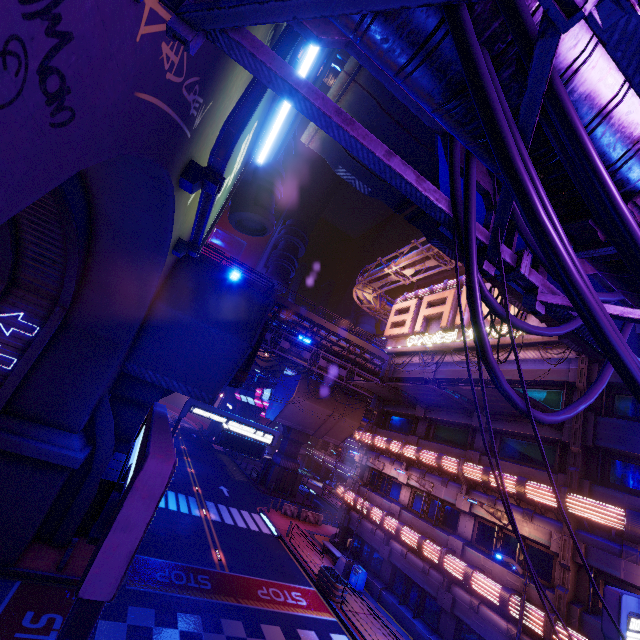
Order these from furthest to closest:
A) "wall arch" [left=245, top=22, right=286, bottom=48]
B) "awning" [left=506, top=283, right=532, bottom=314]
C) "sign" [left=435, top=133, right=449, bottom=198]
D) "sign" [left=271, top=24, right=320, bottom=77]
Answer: "awning" [left=506, top=283, right=532, bottom=314] < "sign" [left=271, top=24, right=320, bottom=77] < "wall arch" [left=245, top=22, right=286, bottom=48] < "sign" [left=435, top=133, right=449, bottom=198]

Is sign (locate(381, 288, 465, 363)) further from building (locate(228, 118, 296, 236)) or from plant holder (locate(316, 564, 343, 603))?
plant holder (locate(316, 564, 343, 603))

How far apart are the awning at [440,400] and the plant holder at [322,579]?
11.49m

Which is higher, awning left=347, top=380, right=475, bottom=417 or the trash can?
awning left=347, top=380, right=475, bottom=417

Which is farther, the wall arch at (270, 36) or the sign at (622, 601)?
the wall arch at (270, 36)

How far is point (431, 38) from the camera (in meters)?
2.44

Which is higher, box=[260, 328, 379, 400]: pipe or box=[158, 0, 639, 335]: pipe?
box=[260, 328, 379, 400]: pipe

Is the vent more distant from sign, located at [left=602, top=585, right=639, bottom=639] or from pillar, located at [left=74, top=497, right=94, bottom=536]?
pillar, located at [left=74, top=497, right=94, bottom=536]
